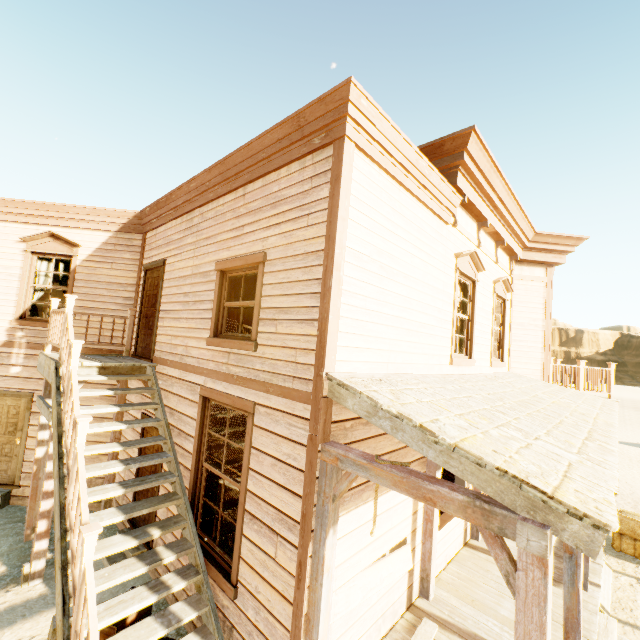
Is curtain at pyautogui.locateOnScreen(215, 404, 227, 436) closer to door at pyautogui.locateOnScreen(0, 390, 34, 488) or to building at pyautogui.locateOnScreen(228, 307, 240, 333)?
building at pyautogui.locateOnScreen(228, 307, 240, 333)

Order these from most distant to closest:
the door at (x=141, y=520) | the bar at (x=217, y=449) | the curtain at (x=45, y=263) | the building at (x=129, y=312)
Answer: the bar at (x=217, y=449), the curtain at (x=45, y=263), the door at (x=141, y=520), the building at (x=129, y=312)

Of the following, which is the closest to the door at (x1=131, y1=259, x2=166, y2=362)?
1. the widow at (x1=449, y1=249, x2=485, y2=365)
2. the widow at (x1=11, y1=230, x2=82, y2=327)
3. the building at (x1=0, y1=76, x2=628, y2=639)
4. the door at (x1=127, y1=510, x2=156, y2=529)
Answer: the building at (x1=0, y1=76, x2=628, y2=639)

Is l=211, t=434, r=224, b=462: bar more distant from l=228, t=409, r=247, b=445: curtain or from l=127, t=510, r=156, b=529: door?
l=228, t=409, r=247, b=445: curtain

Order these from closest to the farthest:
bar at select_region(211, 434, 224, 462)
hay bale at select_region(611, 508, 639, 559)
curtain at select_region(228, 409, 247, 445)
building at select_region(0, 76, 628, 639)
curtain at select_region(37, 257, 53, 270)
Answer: building at select_region(0, 76, 628, 639), curtain at select_region(228, 409, 247, 445), hay bale at select_region(611, 508, 639, 559), curtain at select_region(37, 257, 53, 270), bar at select_region(211, 434, 224, 462)

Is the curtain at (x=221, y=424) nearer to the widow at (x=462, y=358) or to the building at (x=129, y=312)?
the building at (x=129, y=312)

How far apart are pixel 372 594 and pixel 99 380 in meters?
7.2

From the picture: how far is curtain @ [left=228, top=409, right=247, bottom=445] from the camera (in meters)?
4.58
